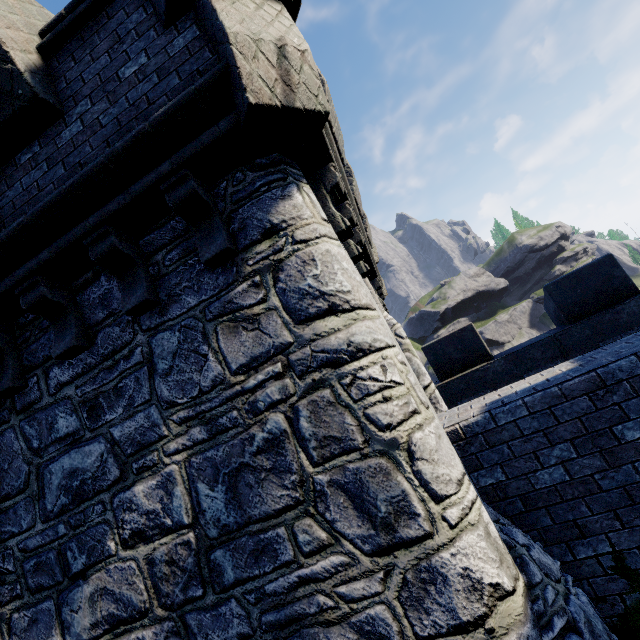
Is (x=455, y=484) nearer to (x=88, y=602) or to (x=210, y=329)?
(x=210, y=329)
